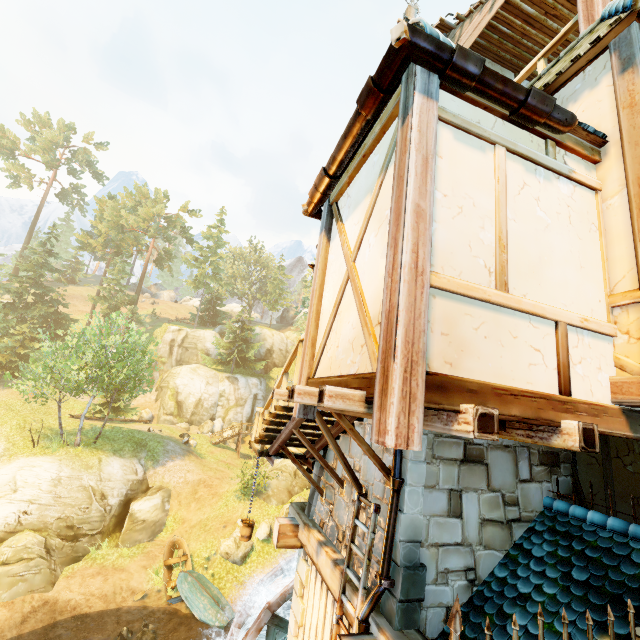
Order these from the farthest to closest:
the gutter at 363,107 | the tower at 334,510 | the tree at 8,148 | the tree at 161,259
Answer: the tree at 8,148
the tree at 161,259
the tower at 334,510
the gutter at 363,107

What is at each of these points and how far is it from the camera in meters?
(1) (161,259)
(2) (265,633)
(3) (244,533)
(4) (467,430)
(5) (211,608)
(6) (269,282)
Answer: (1) tree, 51.1
(2) water wheel, 9.6
(3) bucket, 8.8
(4) wooden platform, 2.1
(5) boat, 15.9
(6) tree, 59.2

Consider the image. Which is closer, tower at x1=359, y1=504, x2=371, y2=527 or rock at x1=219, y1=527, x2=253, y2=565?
tower at x1=359, y1=504, x2=371, y2=527

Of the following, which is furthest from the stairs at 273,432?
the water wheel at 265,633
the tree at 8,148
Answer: the tree at 8,148

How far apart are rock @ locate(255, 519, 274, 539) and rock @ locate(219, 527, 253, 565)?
0.4 meters

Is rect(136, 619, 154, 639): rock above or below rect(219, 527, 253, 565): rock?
below

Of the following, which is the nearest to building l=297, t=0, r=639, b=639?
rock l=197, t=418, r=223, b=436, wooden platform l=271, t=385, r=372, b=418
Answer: wooden platform l=271, t=385, r=372, b=418

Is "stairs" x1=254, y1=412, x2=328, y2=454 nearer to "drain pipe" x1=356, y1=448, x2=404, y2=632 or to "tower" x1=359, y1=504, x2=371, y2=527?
"tower" x1=359, y1=504, x2=371, y2=527
